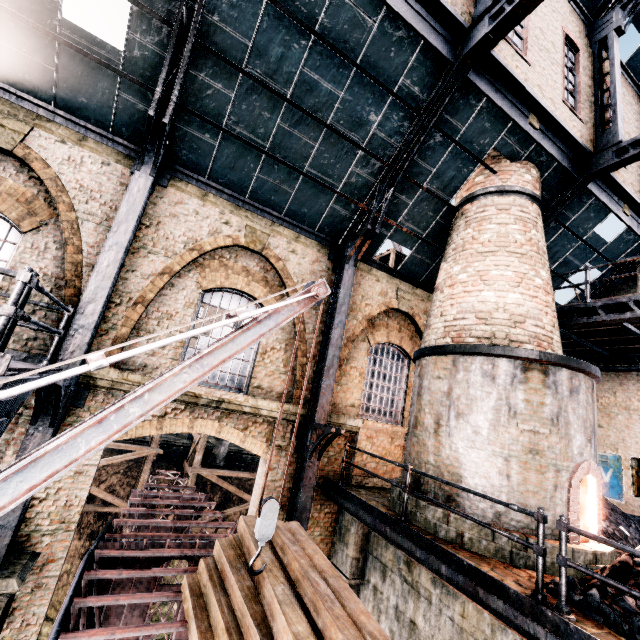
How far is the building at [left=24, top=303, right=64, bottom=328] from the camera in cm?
720

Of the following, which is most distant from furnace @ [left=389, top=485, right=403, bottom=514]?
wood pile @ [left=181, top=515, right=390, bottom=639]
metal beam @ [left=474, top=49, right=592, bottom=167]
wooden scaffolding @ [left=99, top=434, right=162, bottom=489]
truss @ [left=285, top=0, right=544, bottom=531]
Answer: wooden scaffolding @ [left=99, top=434, right=162, bottom=489]

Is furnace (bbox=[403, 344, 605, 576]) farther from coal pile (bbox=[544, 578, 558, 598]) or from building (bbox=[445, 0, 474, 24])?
building (bbox=[445, 0, 474, 24])

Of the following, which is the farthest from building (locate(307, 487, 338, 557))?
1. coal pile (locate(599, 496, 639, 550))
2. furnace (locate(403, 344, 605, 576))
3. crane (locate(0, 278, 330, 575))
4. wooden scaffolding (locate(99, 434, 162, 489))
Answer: wooden scaffolding (locate(99, 434, 162, 489))

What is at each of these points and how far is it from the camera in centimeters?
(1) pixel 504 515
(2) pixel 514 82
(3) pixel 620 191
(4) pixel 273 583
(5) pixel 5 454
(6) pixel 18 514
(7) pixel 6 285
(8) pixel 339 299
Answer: (1) furnace, 654cm
(2) metal beam, 877cm
(3) metal beam, 1151cm
(4) wood pile, 417cm
(5) building, 651cm
(6) truss, 585cm
(7) building, 707cm
(8) truss, 982cm

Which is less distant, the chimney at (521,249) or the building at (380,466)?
the chimney at (521,249)

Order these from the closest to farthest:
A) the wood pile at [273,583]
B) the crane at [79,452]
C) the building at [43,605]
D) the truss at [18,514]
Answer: the crane at [79,452]
the wood pile at [273,583]
the truss at [18,514]
the building at [43,605]

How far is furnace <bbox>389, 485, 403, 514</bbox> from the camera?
7.9 meters
